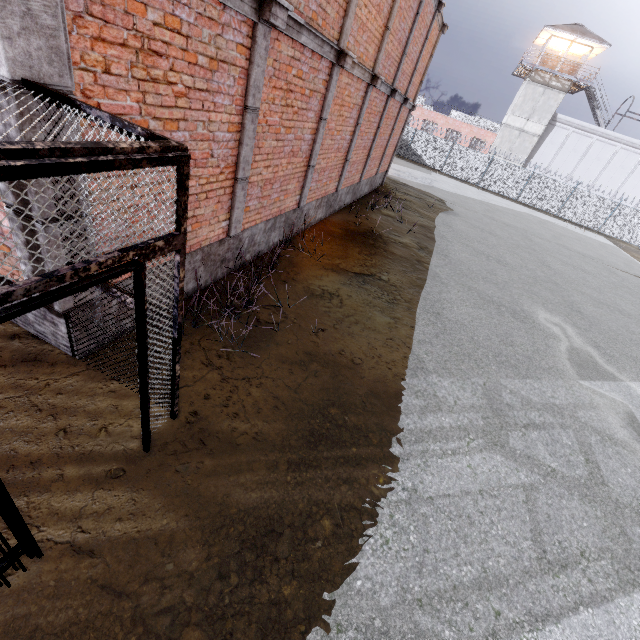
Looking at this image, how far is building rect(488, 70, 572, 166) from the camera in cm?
3271

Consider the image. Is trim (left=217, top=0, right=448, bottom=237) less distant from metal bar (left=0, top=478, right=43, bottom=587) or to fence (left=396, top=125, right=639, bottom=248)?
metal bar (left=0, top=478, right=43, bottom=587)

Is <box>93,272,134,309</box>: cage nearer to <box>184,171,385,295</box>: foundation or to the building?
<box>184,171,385,295</box>: foundation

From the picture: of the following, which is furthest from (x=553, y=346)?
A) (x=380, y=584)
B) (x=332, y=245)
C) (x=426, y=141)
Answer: (x=426, y=141)

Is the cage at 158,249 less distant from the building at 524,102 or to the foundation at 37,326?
the foundation at 37,326

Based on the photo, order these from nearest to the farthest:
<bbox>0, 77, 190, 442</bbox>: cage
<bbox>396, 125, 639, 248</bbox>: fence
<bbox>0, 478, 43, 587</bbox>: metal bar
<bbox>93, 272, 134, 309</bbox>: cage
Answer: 1. <bbox>0, 77, 190, 442</bbox>: cage
2. <bbox>0, 478, 43, 587</bbox>: metal bar
3. <bbox>93, 272, 134, 309</bbox>: cage
4. <bbox>396, 125, 639, 248</bbox>: fence

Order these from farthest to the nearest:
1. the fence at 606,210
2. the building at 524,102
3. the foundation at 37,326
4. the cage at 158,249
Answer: the building at 524,102 < the fence at 606,210 < the foundation at 37,326 < the cage at 158,249

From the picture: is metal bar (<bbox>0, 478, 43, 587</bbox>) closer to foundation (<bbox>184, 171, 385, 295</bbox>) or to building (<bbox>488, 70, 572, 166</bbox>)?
foundation (<bbox>184, 171, 385, 295</bbox>)
